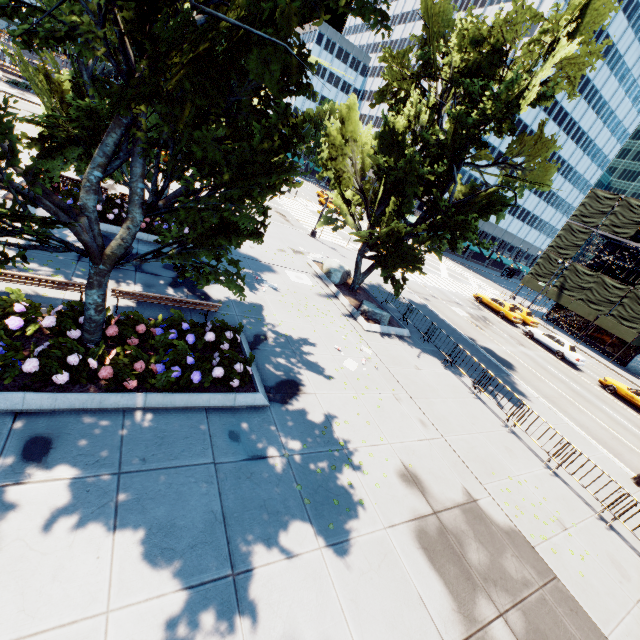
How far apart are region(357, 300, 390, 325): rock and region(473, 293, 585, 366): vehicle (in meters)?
19.23

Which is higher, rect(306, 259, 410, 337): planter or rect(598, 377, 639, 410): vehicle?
rect(598, 377, 639, 410): vehicle

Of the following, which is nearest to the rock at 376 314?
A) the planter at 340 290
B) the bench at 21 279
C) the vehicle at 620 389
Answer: the planter at 340 290

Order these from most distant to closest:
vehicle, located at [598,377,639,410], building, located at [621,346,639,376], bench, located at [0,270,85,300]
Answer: building, located at [621,346,639,376] → vehicle, located at [598,377,639,410] → bench, located at [0,270,85,300]

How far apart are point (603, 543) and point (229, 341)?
12.21m

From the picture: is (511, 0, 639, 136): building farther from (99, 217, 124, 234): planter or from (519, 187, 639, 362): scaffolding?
(99, 217, 124, 234): planter

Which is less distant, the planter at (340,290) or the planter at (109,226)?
the planter at (109,226)

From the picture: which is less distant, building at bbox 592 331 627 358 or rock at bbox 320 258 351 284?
rock at bbox 320 258 351 284
